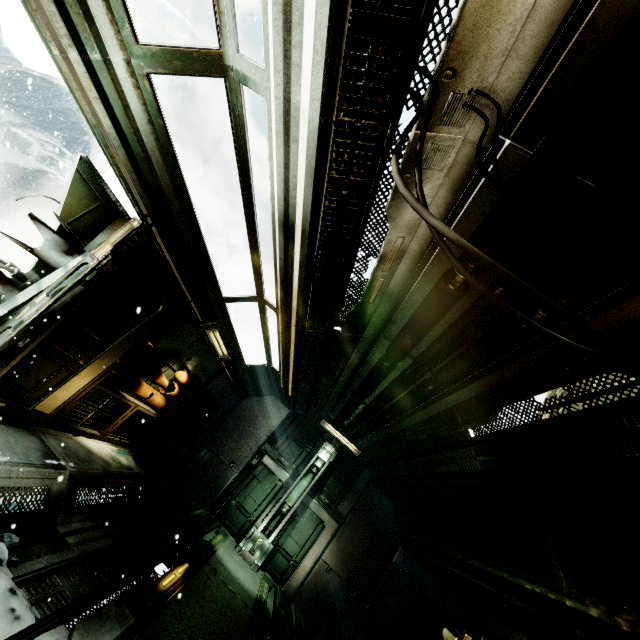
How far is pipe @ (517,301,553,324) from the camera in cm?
301

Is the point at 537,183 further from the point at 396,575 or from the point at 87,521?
the point at 396,575

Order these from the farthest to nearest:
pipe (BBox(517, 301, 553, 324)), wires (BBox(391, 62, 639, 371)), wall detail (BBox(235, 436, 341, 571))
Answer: wall detail (BBox(235, 436, 341, 571)), pipe (BBox(517, 301, 553, 324)), wires (BBox(391, 62, 639, 371))

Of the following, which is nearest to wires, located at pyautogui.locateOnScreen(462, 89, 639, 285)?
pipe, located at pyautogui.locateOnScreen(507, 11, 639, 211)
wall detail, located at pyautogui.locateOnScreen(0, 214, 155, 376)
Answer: pipe, located at pyautogui.locateOnScreen(507, 11, 639, 211)

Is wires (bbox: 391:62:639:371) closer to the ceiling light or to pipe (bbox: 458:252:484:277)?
pipe (bbox: 458:252:484:277)

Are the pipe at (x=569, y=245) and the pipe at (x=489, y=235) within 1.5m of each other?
yes

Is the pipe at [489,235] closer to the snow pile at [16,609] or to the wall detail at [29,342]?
the wall detail at [29,342]
